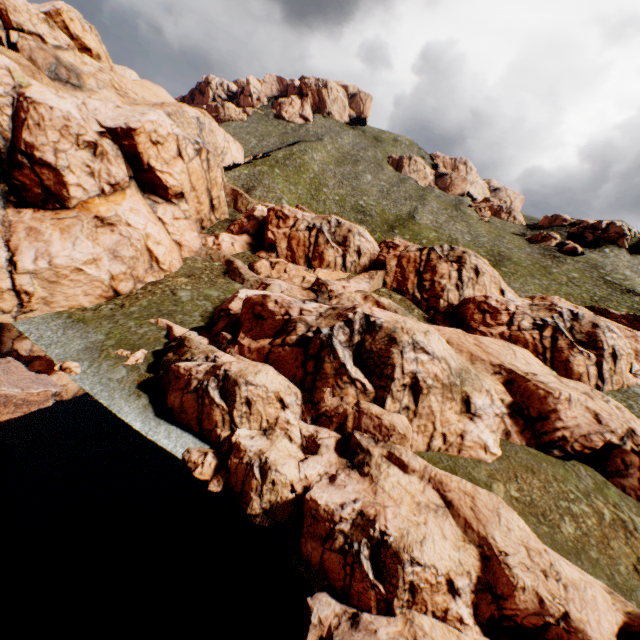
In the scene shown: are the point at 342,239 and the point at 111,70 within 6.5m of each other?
no

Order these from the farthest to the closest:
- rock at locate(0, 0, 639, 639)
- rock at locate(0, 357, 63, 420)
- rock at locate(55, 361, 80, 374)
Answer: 1. rock at locate(55, 361, 80, 374)
2. rock at locate(0, 357, 63, 420)
3. rock at locate(0, 0, 639, 639)

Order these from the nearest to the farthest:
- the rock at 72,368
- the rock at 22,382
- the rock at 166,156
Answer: the rock at 166,156 < the rock at 22,382 < the rock at 72,368

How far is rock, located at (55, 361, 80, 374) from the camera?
22.17m

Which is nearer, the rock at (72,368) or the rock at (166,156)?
the rock at (166,156)

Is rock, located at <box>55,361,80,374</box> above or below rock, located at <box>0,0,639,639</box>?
below

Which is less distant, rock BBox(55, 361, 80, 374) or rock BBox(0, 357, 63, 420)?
rock BBox(0, 357, 63, 420)
